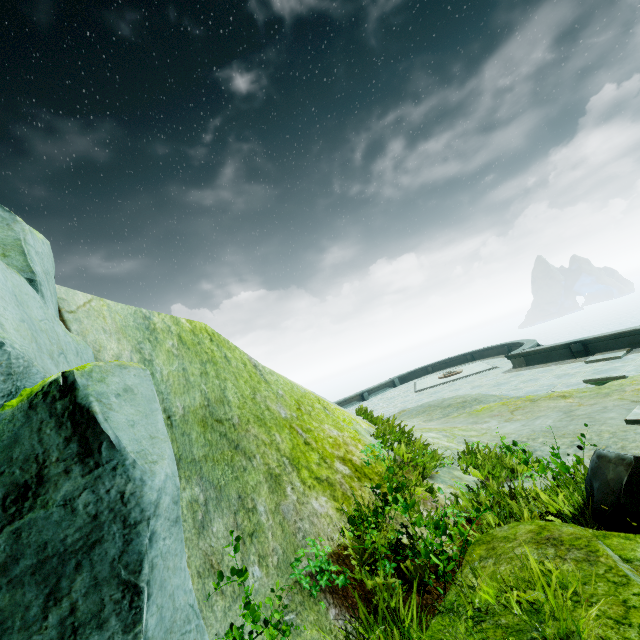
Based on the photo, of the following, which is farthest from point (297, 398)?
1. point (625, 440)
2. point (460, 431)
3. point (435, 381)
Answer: point (435, 381)

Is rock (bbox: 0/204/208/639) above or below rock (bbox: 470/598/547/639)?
above

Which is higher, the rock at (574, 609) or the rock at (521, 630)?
the rock at (574, 609)

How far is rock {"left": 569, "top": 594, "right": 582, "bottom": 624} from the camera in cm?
175

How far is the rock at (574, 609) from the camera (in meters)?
1.75
